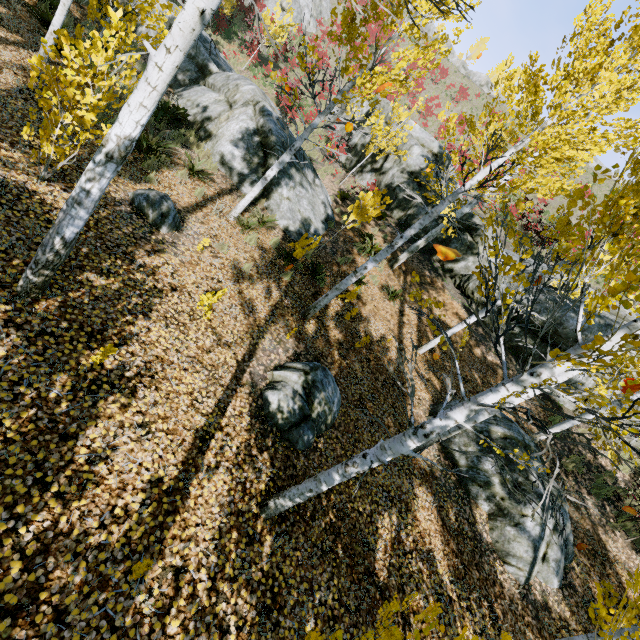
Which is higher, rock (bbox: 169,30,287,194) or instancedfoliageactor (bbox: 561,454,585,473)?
instancedfoliageactor (bbox: 561,454,585,473)

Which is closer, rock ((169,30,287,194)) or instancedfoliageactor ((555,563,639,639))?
instancedfoliageactor ((555,563,639,639))

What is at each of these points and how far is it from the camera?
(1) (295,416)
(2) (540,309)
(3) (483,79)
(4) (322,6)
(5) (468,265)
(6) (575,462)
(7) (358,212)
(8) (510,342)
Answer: (1) rock, 5.3 meters
(2) rock, 12.3 meters
(3) rock, 41.2 meters
(4) rock, 28.3 meters
(5) rock, 14.2 meters
(6) instancedfoliageactor, 9.8 meters
(7) instancedfoliageactor, 9.7 meters
(8) rock, 12.9 meters

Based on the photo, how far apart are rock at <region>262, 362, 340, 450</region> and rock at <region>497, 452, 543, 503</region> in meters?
3.3 m

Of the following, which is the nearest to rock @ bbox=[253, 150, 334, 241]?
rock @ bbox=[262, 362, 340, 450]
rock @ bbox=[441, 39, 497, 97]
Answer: rock @ bbox=[262, 362, 340, 450]

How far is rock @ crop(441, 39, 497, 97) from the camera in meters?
41.3

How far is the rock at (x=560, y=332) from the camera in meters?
11.6

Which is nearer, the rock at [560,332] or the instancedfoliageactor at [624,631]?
the instancedfoliageactor at [624,631]
